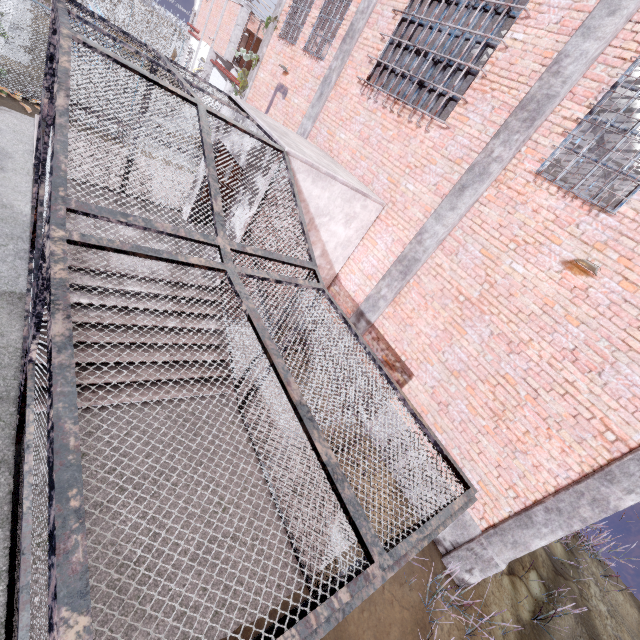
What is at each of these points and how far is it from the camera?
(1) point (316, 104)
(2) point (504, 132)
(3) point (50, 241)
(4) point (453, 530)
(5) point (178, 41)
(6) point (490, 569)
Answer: (1) column, 9.59m
(2) column, 5.79m
(3) metal cage, 2.44m
(4) foundation, 5.98m
(5) fence, 33.16m
(6) column, 5.43m

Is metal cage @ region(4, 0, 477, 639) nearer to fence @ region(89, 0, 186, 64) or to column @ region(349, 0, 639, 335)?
column @ region(349, 0, 639, 335)

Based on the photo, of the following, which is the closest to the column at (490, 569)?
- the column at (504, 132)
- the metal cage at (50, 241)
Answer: the metal cage at (50, 241)

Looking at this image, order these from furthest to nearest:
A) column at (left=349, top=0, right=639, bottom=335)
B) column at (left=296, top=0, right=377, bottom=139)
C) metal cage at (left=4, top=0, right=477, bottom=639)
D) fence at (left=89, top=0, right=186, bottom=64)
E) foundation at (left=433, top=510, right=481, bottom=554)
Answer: fence at (left=89, top=0, right=186, bottom=64), column at (left=296, top=0, right=377, bottom=139), foundation at (left=433, top=510, right=481, bottom=554), column at (left=349, top=0, right=639, bottom=335), metal cage at (left=4, top=0, right=477, bottom=639)

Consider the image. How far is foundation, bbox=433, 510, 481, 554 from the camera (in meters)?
5.76

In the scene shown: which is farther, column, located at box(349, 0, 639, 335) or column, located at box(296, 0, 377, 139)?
column, located at box(296, 0, 377, 139)

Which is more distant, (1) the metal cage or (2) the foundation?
(2) the foundation

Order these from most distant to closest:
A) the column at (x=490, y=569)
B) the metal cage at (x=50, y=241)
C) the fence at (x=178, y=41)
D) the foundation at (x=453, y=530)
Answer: the fence at (x=178, y=41) < the foundation at (x=453, y=530) < the column at (x=490, y=569) < the metal cage at (x=50, y=241)
